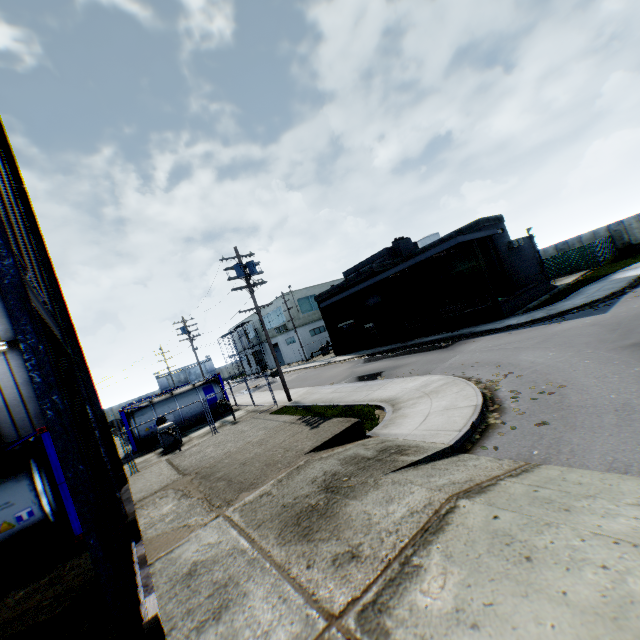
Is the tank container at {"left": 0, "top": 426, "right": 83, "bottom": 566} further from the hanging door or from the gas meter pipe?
the gas meter pipe

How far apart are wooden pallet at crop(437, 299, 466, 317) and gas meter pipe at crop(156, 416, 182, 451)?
19.4 meters

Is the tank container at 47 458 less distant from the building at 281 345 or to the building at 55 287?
the building at 55 287

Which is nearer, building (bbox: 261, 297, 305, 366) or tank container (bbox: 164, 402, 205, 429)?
tank container (bbox: 164, 402, 205, 429)

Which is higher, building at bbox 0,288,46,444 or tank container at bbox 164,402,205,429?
building at bbox 0,288,46,444

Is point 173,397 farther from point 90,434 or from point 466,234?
point 466,234

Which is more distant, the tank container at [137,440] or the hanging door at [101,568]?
the tank container at [137,440]

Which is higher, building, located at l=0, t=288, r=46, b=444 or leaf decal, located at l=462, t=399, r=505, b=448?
building, located at l=0, t=288, r=46, b=444
